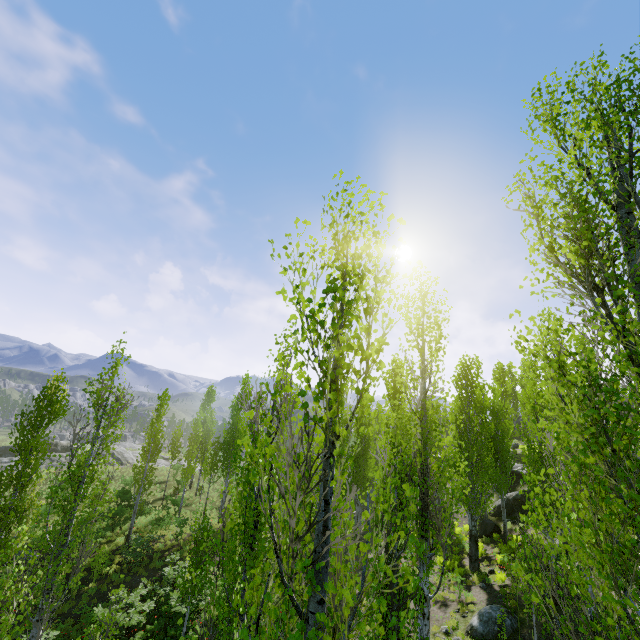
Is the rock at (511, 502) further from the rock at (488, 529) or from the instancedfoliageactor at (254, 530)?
the instancedfoliageactor at (254, 530)

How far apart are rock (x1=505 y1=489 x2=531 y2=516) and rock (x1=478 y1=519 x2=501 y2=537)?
1.7m

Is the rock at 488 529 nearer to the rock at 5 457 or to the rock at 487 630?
the rock at 487 630

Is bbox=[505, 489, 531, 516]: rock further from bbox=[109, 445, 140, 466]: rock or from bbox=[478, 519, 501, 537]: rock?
bbox=[109, 445, 140, 466]: rock

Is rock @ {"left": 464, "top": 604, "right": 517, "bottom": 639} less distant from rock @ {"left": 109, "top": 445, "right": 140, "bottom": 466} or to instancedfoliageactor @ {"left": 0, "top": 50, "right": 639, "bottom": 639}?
instancedfoliageactor @ {"left": 0, "top": 50, "right": 639, "bottom": 639}

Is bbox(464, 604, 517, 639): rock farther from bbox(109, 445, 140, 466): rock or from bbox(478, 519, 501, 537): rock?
bbox(109, 445, 140, 466): rock

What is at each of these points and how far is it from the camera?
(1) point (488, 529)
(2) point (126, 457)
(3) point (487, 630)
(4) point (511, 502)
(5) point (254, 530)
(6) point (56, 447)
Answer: (1) rock, 22.08m
(2) rock, 42.56m
(3) rock, 11.67m
(4) rock, 23.84m
(5) instancedfoliageactor, 7.50m
(6) rock, 43.91m

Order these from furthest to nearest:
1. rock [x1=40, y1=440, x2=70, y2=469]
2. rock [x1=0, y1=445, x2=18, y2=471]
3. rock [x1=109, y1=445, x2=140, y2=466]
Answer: rock [x1=109, y1=445, x2=140, y2=466] < rock [x1=40, y1=440, x2=70, y2=469] < rock [x1=0, y1=445, x2=18, y2=471]
